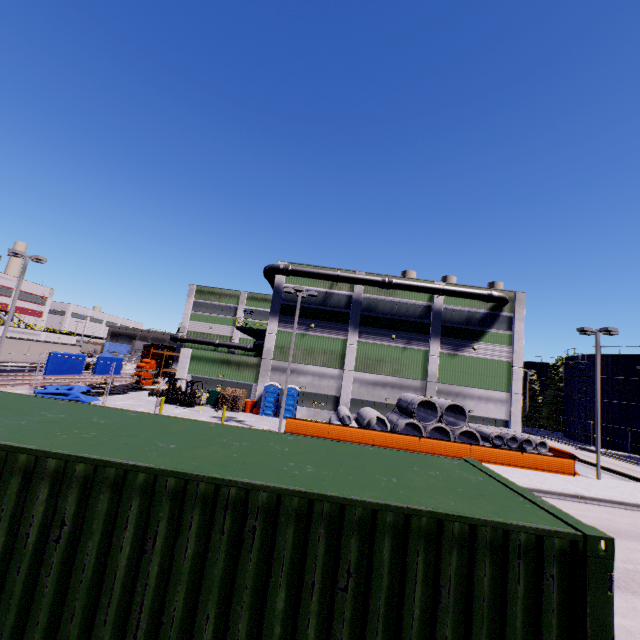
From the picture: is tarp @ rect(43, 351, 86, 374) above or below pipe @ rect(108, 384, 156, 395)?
above

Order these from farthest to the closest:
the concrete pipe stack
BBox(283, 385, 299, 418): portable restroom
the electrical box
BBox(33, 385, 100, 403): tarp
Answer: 1. the electrical box
2. BBox(283, 385, 299, 418): portable restroom
3. the concrete pipe stack
4. BBox(33, 385, 100, 403): tarp

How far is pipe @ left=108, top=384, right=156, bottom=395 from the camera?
29.47m

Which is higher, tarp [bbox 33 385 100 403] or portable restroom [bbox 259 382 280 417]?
portable restroom [bbox 259 382 280 417]

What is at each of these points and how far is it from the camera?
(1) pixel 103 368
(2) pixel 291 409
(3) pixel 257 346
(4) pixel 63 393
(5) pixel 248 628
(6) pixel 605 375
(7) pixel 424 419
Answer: (1) tarp, 32.4 meters
(2) portable restroom, 28.5 meters
(3) pipe, 35.4 meters
(4) tarp, 23.7 meters
(5) cargo container, 2.4 meters
(6) silo, 42.7 meters
(7) concrete pipe stack, 25.7 meters

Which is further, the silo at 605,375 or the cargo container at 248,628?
the silo at 605,375

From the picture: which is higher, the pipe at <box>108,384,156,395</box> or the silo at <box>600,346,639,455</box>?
the silo at <box>600,346,639,455</box>

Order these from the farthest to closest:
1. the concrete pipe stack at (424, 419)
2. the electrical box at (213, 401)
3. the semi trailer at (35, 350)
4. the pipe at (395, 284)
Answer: the semi trailer at (35, 350)
the pipe at (395, 284)
the electrical box at (213, 401)
the concrete pipe stack at (424, 419)
